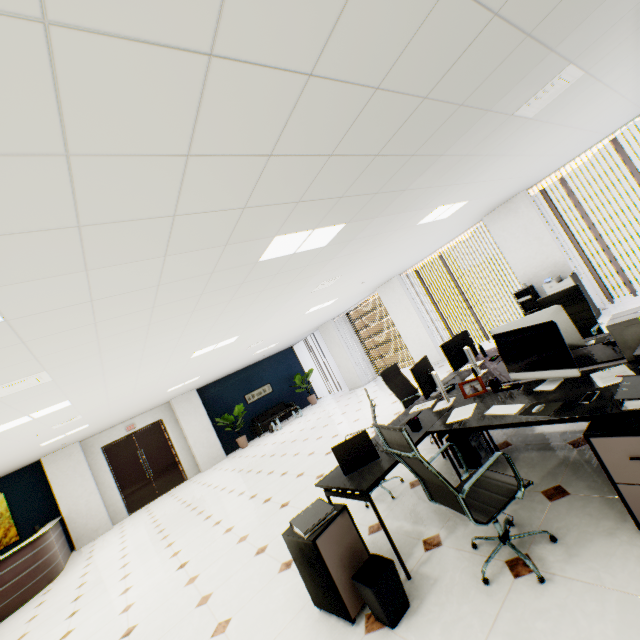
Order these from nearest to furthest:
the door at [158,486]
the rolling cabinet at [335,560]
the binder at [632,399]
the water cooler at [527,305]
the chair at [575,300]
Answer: the binder at [632,399]
the rolling cabinet at [335,560]
the chair at [575,300]
the water cooler at [527,305]
the door at [158,486]

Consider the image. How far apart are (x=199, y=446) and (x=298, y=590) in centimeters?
1069cm

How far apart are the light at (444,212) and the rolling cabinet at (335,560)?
4.20m

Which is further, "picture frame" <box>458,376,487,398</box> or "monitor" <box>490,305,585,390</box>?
"picture frame" <box>458,376,487,398</box>

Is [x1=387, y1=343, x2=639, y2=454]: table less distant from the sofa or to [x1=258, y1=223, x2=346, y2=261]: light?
[x1=258, y1=223, x2=346, y2=261]: light

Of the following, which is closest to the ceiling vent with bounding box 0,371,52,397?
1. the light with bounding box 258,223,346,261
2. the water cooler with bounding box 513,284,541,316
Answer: the light with bounding box 258,223,346,261

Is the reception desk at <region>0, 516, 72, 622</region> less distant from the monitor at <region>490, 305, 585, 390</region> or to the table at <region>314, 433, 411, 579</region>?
the table at <region>314, 433, 411, 579</region>

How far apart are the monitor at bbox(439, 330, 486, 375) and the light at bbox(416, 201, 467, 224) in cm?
197
